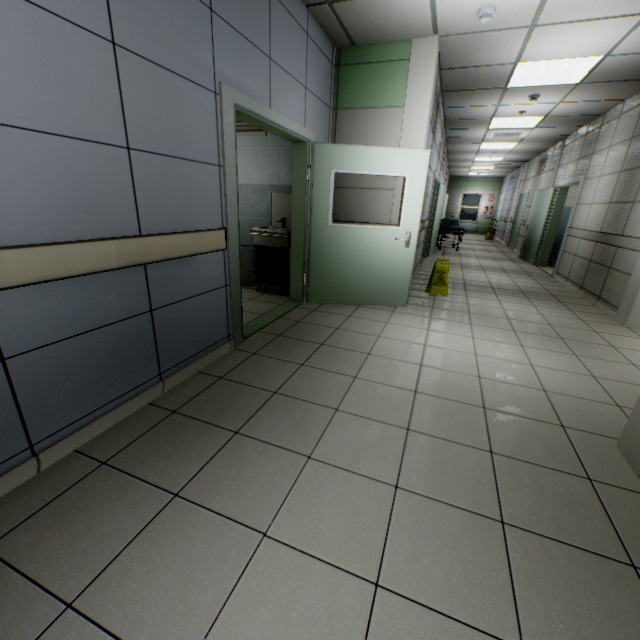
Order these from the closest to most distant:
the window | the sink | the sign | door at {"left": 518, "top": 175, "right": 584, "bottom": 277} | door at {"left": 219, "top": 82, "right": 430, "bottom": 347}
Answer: door at {"left": 219, "top": 82, "right": 430, "bottom": 347}, the sink, the sign, door at {"left": 518, "top": 175, "right": 584, "bottom": 277}, the window

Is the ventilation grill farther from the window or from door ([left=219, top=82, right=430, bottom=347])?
the window

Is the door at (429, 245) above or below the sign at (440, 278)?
above

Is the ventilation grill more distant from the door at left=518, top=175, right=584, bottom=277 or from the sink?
the door at left=518, top=175, right=584, bottom=277

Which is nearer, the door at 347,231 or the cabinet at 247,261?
the door at 347,231

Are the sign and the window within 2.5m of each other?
no

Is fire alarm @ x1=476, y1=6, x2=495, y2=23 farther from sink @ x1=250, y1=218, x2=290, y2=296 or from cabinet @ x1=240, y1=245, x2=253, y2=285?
cabinet @ x1=240, y1=245, x2=253, y2=285

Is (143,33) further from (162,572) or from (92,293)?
(162,572)
